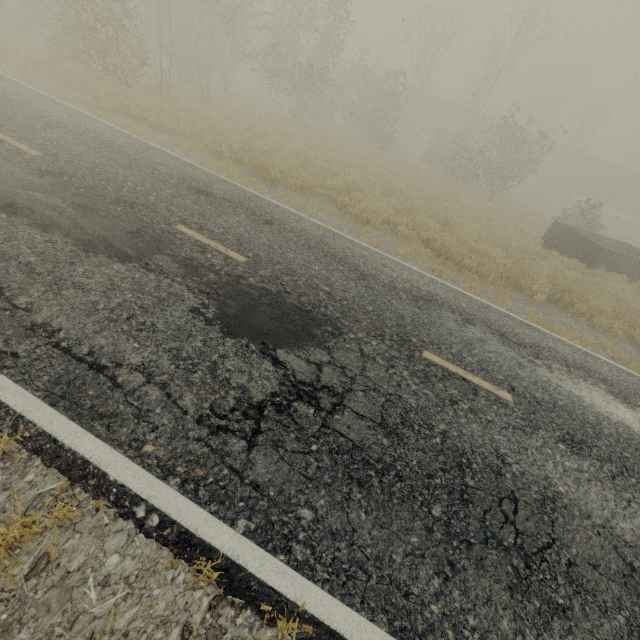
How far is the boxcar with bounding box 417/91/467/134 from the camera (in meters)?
36.59

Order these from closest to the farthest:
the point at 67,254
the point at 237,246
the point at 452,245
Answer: the point at 67,254
the point at 237,246
the point at 452,245

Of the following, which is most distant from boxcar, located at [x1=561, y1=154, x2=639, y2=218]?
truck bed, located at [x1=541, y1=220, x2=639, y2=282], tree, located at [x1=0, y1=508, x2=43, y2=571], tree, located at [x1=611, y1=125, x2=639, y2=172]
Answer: truck bed, located at [x1=541, y1=220, x2=639, y2=282]

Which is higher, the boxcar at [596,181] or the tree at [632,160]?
the tree at [632,160]

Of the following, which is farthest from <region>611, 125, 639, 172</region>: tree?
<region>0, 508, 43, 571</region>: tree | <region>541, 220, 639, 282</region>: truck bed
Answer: <region>0, 508, 43, 571</region>: tree

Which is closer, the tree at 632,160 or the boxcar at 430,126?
the boxcar at 430,126

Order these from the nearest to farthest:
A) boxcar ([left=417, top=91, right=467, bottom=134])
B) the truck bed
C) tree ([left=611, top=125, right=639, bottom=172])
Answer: the truck bed, boxcar ([left=417, top=91, right=467, bottom=134]), tree ([left=611, top=125, right=639, bottom=172])

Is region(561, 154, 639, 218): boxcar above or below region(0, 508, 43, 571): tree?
above
